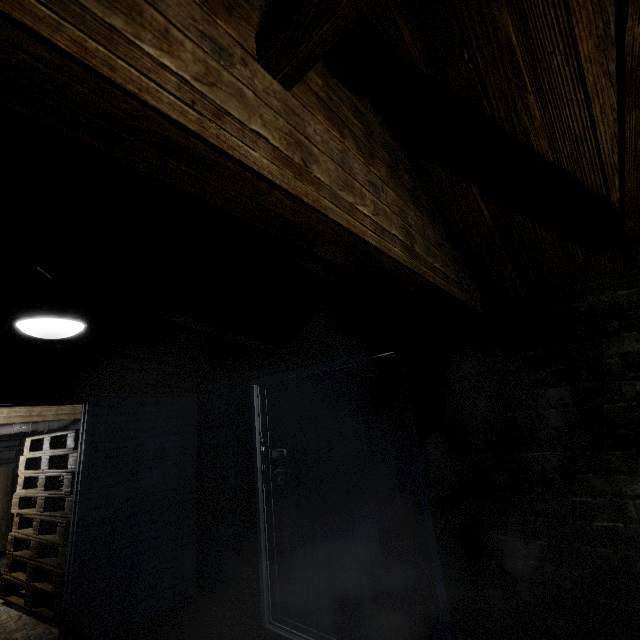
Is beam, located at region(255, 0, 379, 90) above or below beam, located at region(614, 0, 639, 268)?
above

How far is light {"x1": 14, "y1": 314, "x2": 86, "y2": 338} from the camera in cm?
183

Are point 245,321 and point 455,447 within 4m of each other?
yes

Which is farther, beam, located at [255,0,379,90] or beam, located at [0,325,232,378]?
beam, located at [0,325,232,378]

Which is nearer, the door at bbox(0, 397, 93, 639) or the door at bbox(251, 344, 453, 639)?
the door at bbox(251, 344, 453, 639)

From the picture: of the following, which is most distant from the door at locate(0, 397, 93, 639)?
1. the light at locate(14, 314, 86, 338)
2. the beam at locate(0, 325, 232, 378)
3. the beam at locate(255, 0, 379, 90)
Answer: the beam at locate(255, 0, 379, 90)

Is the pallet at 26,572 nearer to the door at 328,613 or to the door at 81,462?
the door at 81,462

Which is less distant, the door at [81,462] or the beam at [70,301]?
the beam at [70,301]
